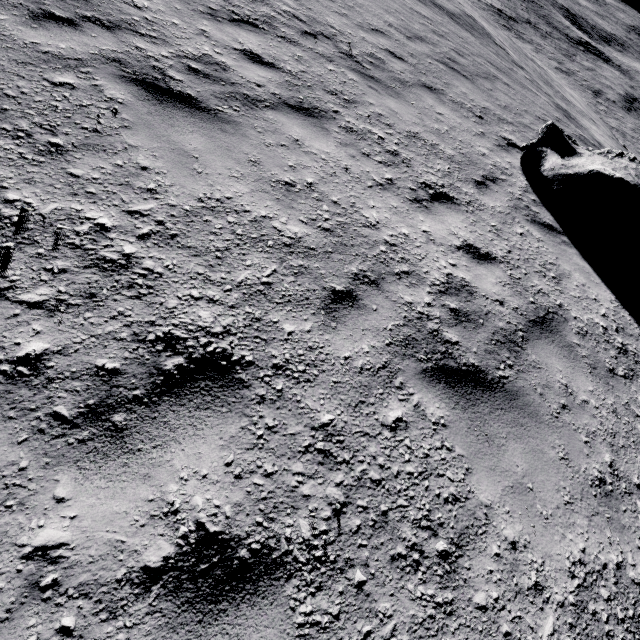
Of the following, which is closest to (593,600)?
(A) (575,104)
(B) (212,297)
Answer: (B) (212,297)
